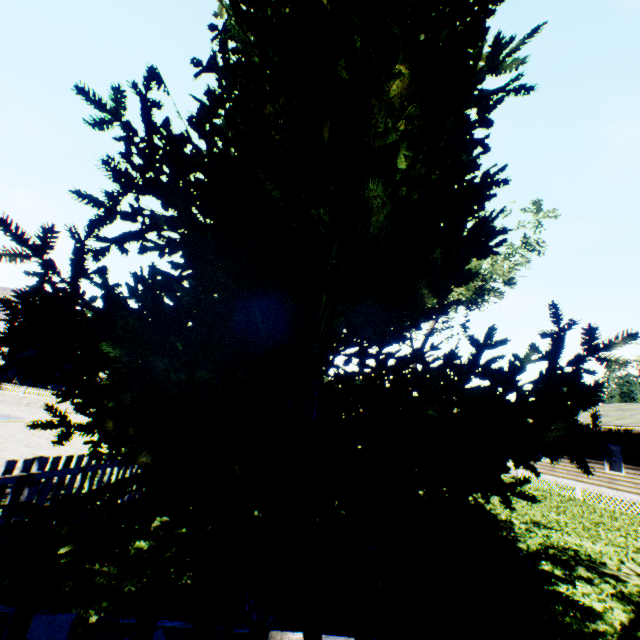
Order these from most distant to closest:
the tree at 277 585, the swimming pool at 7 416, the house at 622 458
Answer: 1. the house at 622 458
2. the swimming pool at 7 416
3. the tree at 277 585

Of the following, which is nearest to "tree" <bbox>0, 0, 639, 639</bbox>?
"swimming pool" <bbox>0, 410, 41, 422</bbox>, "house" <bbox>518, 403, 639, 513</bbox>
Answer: "house" <bbox>518, 403, 639, 513</bbox>

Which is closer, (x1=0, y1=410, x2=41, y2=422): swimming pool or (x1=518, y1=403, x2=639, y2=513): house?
(x1=0, y1=410, x2=41, y2=422): swimming pool

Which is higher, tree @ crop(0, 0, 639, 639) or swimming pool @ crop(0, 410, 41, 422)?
Result: tree @ crop(0, 0, 639, 639)

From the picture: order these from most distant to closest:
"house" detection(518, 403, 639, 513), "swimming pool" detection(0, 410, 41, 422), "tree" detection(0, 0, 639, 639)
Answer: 1. "house" detection(518, 403, 639, 513)
2. "swimming pool" detection(0, 410, 41, 422)
3. "tree" detection(0, 0, 639, 639)

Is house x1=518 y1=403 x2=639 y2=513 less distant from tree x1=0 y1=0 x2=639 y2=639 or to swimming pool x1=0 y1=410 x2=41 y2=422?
tree x1=0 y1=0 x2=639 y2=639

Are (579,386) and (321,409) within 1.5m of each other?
no

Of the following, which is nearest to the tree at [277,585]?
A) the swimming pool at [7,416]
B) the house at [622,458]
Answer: the house at [622,458]
